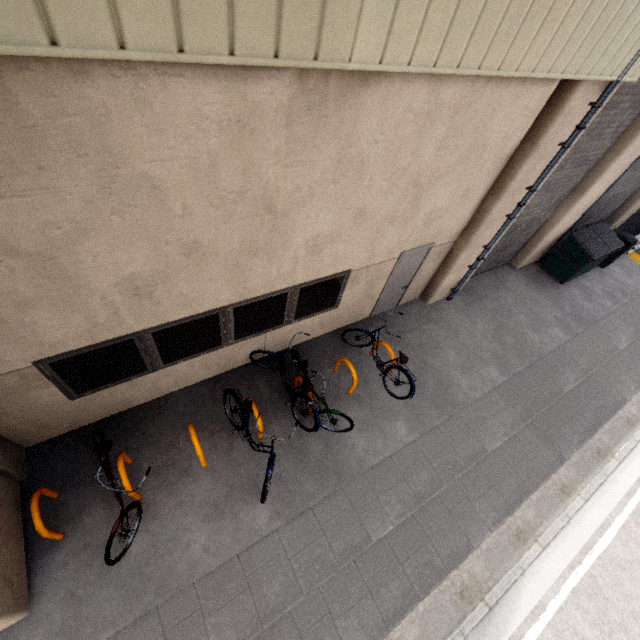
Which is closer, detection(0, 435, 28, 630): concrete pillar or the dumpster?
detection(0, 435, 28, 630): concrete pillar

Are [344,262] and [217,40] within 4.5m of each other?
yes

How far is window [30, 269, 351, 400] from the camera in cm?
428

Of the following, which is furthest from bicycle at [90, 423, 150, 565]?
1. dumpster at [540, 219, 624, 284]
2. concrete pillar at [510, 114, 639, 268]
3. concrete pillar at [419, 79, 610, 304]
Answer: dumpster at [540, 219, 624, 284]

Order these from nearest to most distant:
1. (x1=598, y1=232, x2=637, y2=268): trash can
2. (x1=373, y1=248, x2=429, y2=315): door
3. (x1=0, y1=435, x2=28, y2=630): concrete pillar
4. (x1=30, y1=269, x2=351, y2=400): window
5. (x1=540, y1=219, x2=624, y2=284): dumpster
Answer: (x1=0, y1=435, x2=28, y2=630): concrete pillar, (x1=30, y1=269, x2=351, y2=400): window, (x1=373, y1=248, x2=429, y2=315): door, (x1=540, y1=219, x2=624, y2=284): dumpster, (x1=598, y1=232, x2=637, y2=268): trash can

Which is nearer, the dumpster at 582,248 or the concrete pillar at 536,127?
the concrete pillar at 536,127

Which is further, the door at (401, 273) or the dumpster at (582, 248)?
the dumpster at (582, 248)

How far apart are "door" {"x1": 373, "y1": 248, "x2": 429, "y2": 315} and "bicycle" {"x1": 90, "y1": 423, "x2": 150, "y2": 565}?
5.5 meters
